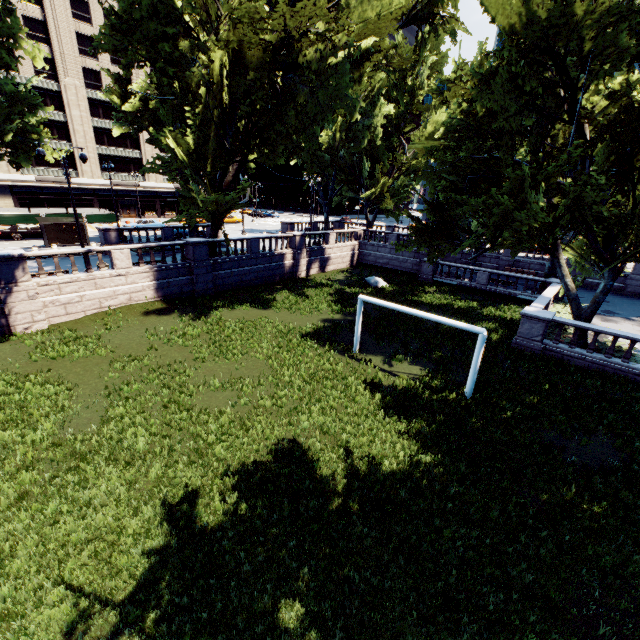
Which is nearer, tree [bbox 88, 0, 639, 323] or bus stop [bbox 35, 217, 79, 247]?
tree [bbox 88, 0, 639, 323]

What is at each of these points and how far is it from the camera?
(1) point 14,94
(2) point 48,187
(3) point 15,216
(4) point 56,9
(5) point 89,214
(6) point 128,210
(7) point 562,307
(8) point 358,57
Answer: (1) tree, 19.8 meters
(2) building, 48.1 meters
(3) fence, 35.6 meters
(4) building, 43.9 meters
(5) fence, 40.5 meters
(6) door, 57.2 meters
(7) bush, 23.6 meters
(8) tree, 16.6 meters

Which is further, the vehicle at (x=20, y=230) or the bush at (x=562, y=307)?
the vehicle at (x=20, y=230)

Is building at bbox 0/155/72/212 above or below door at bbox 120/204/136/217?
above

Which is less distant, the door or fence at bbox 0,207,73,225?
fence at bbox 0,207,73,225

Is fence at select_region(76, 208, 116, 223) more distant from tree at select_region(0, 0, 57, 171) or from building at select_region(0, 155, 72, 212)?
tree at select_region(0, 0, 57, 171)

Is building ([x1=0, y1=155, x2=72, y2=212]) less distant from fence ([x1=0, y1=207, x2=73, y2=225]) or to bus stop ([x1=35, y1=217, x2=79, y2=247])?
fence ([x1=0, y1=207, x2=73, y2=225])

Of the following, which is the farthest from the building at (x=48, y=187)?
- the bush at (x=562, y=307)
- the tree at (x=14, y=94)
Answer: the bush at (x=562, y=307)
